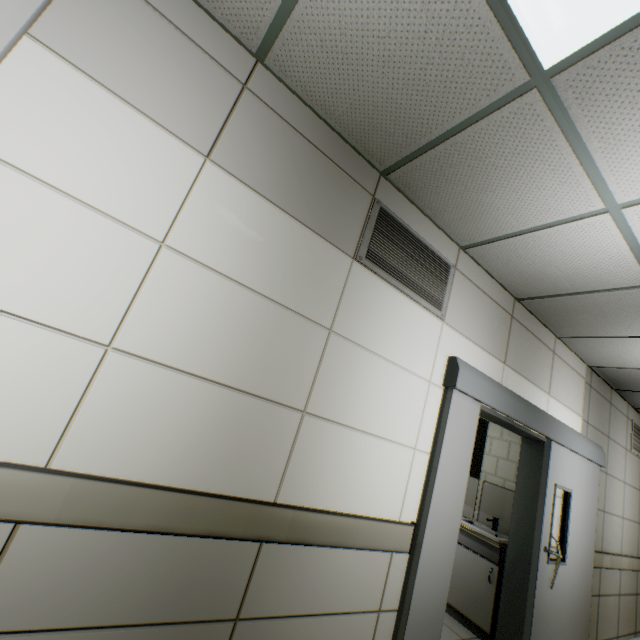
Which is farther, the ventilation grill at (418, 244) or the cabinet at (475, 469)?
the cabinet at (475, 469)

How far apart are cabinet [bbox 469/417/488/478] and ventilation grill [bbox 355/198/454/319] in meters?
2.7 m

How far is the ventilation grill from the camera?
2.2m

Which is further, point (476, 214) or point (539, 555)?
point (539, 555)

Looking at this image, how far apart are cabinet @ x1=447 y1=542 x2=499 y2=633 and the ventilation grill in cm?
300

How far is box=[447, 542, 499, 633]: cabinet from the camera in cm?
338

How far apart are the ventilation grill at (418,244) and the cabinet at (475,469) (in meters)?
2.68

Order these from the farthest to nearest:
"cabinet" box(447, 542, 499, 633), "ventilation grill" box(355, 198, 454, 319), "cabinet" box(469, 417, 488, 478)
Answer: "cabinet" box(469, 417, 488, 478)
"cabinet" box(447, 542, 499, 633)
"ventilation grill" box(355, 198, 454, 319)
